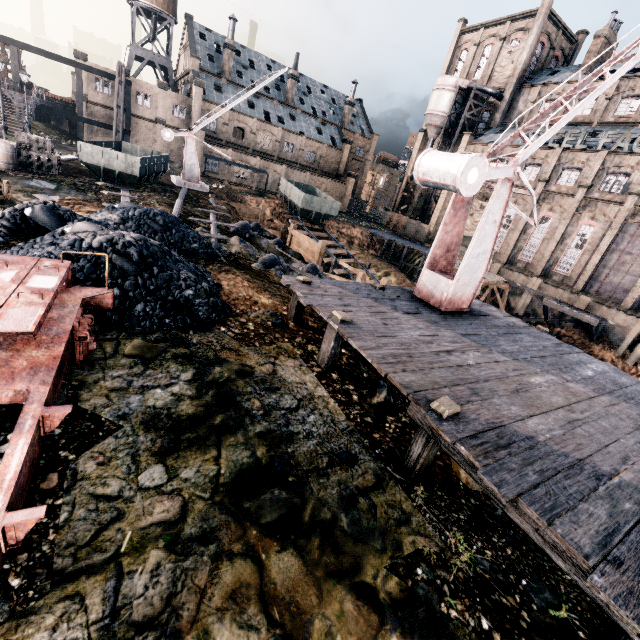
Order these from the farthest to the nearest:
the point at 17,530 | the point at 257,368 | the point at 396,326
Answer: the point at 396,326 → the point at 257,368 → the point at 17,530

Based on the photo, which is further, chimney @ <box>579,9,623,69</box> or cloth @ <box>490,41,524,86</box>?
cloth @ <box>490,41,524,86</box>

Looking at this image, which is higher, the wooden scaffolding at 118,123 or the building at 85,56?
the building at 85,56

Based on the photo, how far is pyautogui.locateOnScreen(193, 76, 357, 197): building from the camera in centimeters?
4956cm

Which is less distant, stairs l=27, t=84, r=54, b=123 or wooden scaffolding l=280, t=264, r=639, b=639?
wooden scaffolding l=280, t=264, r=639, b=639

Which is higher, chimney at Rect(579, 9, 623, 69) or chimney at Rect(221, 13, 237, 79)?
chimney at Rect(579, 9, 623, 69)

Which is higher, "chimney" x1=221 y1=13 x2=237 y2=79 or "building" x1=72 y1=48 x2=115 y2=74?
"chimney" x1=221 y1=13 x2=237 y2=79

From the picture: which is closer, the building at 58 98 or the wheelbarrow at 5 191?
the wheelbarrow at 5 191
